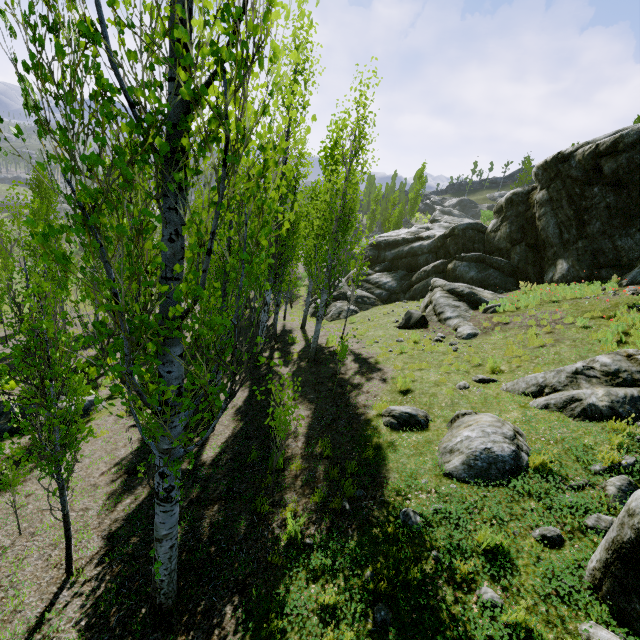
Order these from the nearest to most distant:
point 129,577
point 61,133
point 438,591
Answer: point 61,133
point 438,591
point 129,577

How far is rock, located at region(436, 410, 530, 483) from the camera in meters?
5.5 m

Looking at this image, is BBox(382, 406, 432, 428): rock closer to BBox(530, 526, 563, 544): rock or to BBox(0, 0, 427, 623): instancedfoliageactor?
BBox(530, 526, 563, 544): rock

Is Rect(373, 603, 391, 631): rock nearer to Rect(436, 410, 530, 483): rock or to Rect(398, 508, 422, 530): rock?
Rect(436, 410, 530, 483): rock

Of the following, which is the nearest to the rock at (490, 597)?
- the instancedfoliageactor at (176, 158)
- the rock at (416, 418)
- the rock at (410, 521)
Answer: the instancedfoliageactor at (176, 158)

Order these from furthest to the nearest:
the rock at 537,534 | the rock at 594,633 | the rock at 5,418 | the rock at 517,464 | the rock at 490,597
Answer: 1. the rock at 5,418
2. the rock at 517,464
3. the rock at 537,534
4. the rock at 490,597
5. the rock at 594,633

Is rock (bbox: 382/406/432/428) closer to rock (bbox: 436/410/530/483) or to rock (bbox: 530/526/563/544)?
rock (bbox: 436/410/530/483)

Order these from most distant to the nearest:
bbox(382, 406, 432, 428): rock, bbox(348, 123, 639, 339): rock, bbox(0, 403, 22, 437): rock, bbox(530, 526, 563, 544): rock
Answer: bbox(348, 123, 639, 339): rock → bbox(0, 403, 22, 437): rock → bbox(382, 406, 432, 428): rock → bbox(530, 526, 563, 544): rock
